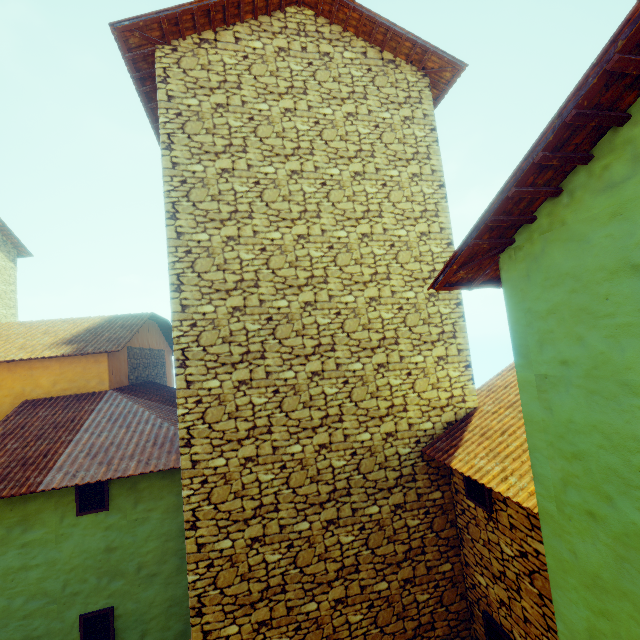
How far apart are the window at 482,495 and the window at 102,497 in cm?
682

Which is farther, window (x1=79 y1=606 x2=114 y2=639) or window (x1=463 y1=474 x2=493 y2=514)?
window (x1=79 y1=606 x2=114 y2=639)

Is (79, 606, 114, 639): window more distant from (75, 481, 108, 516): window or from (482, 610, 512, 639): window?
(482, 610, 512, 639): window

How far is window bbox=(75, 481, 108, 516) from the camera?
6.3 meters

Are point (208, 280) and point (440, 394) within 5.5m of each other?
yes

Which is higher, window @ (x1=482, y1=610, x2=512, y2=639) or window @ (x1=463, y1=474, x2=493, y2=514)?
window @ (x1=463, y1=474, x2=493, y2=514)

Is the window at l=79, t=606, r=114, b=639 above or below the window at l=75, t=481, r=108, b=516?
below

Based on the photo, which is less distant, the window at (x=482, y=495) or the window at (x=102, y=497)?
the window at (x=482, y=495)
